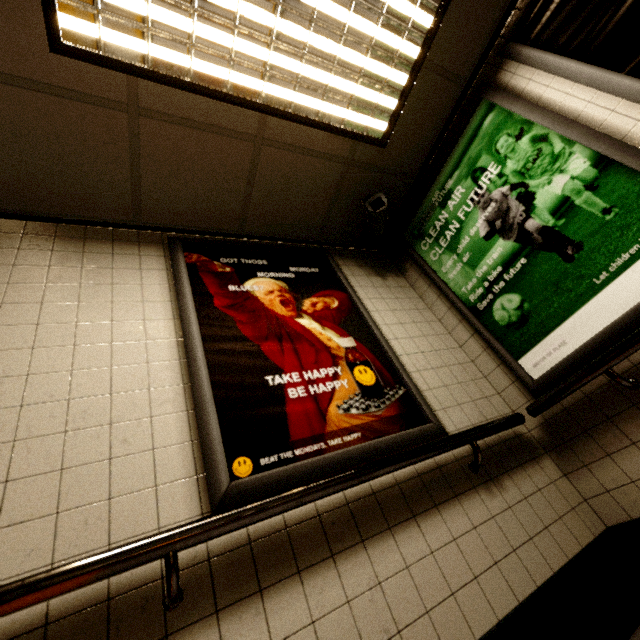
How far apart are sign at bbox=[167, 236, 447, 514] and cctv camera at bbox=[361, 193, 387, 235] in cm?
43

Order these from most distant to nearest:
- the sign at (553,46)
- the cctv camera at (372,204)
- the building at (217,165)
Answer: the cctv camera at (372,204) → the sign at (553,46) → the building at (217,165)

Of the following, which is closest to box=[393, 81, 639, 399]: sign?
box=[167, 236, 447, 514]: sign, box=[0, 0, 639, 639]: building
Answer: box=[0, 0, 639, 639]: building

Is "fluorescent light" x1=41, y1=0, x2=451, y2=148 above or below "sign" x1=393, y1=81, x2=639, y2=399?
above

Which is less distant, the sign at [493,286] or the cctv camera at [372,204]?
the sign at [493,286]

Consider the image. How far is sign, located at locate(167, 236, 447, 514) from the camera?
1.4m

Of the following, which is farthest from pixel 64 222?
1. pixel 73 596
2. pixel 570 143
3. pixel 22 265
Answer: pixel 570 143

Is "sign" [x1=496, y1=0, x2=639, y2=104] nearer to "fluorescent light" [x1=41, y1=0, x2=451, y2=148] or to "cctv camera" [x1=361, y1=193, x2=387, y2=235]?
"fluorescent light" [x1=41, y1=0, x2=451, y2=148]
